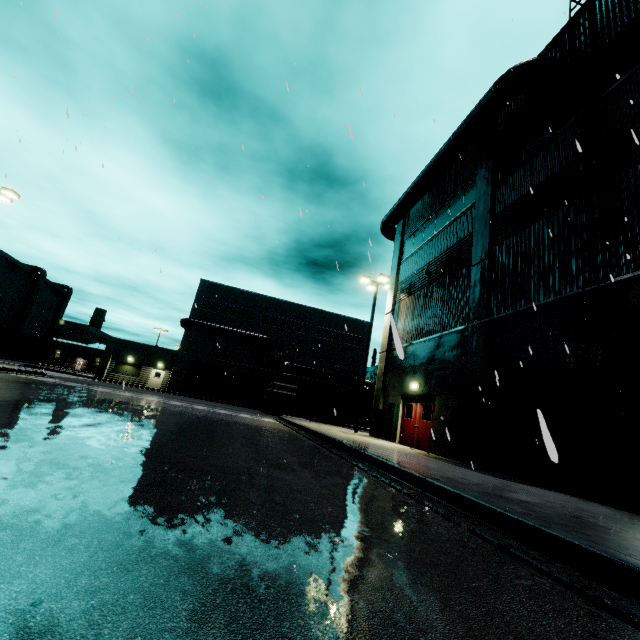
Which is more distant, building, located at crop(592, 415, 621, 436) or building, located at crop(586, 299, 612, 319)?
building, located at crop(586, 299, 612, 319)

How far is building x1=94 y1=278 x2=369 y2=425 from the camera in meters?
39.1 m

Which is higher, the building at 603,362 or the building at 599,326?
the building at 599,326

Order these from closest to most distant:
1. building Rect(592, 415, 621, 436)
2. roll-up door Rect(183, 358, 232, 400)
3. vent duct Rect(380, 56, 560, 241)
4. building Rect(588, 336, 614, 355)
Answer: building Rect(592, 415, 621, 436)
building Rect(588, 336, 614, 355)
vent duct Rect(380, 56, 560, 241)
roll-up door Rect(183, 358, 232, 400)

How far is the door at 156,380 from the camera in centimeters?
3884cm

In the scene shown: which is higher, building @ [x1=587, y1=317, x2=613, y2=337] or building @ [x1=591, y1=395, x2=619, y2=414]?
building @ [x1=587, y1=317, x2=613, y2=337]

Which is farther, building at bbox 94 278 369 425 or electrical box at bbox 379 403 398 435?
building at bbox 94 278 369 425

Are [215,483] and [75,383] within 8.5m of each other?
no
